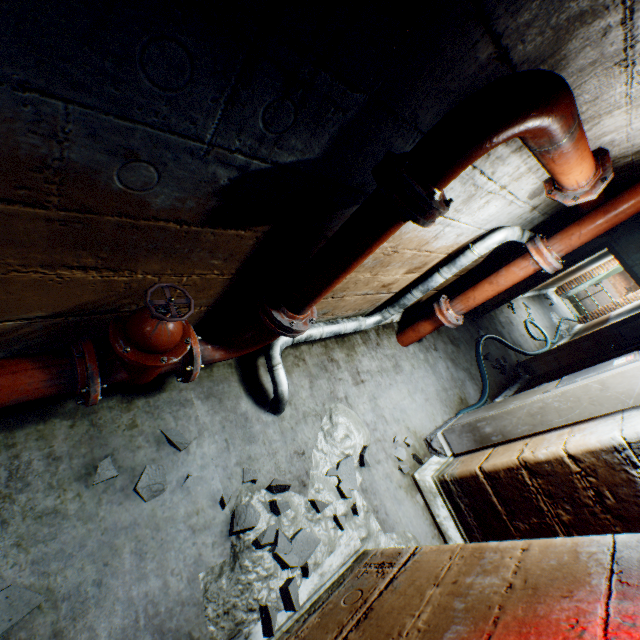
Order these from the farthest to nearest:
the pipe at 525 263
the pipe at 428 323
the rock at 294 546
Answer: the pipe at 428 323
the pipe at 525 263
the rock at 294 546

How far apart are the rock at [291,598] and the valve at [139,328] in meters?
0.7 m

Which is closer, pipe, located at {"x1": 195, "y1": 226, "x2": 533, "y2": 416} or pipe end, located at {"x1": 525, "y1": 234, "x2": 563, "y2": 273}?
Answer: pipe, located at {"x1": 195, "y1": 226, "x2": 533, "y2": 416}

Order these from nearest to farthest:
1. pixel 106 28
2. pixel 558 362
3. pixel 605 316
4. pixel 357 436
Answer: pixel 106 28 → pixel 357 436 → pixel 558 362 → pixel 605 316

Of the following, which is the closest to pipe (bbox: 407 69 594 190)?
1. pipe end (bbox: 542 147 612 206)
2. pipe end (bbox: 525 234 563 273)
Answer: pipe end (bbox: 542 147 612 206)

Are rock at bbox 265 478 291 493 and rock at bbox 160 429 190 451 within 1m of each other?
yes

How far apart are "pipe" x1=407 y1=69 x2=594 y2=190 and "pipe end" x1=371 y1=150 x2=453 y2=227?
0.0m

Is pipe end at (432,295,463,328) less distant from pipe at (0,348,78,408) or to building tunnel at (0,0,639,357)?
building tunnel at (0,0,639,357)
